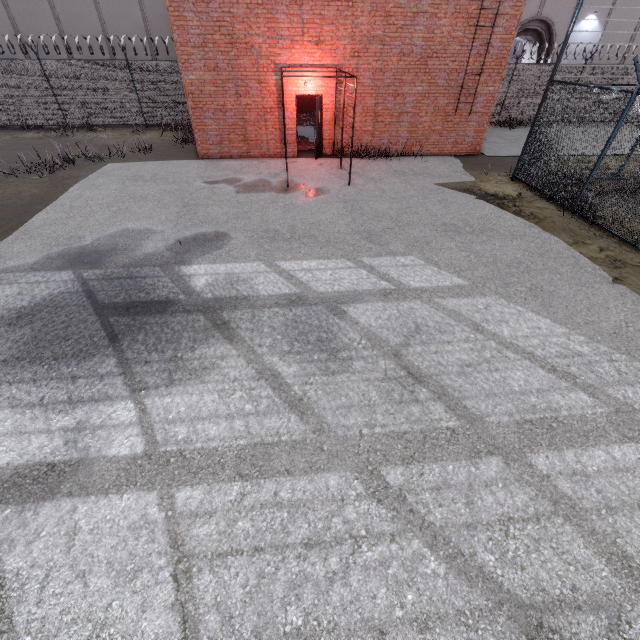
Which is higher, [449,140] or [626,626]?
[449,140]

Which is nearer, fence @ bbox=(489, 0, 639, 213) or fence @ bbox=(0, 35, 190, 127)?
fence @ bbox=(489, 0, 639, 213)

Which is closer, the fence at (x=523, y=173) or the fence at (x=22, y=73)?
the fence at (x=523, y=173)
